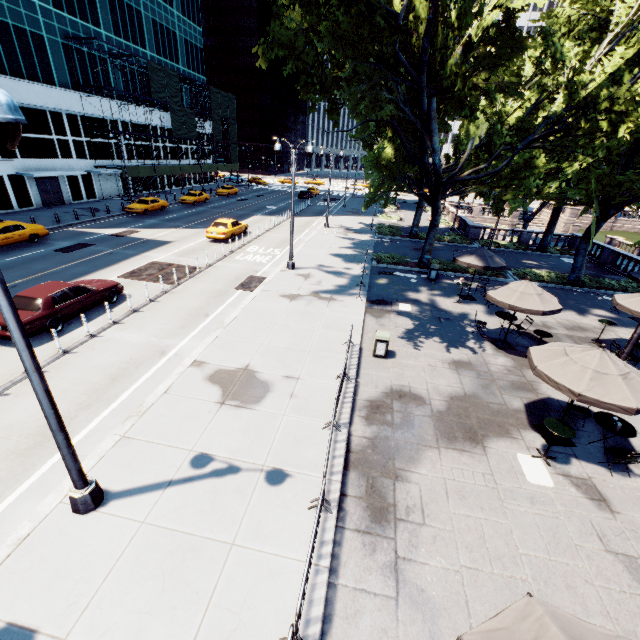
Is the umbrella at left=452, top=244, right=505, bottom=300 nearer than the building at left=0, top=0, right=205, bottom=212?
Yes

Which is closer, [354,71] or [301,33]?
[354,71]

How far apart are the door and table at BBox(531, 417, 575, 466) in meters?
44.7

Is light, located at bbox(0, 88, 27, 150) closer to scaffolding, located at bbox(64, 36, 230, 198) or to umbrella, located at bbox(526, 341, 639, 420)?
umbrella, located at bbox(526, 341, 639, 420)

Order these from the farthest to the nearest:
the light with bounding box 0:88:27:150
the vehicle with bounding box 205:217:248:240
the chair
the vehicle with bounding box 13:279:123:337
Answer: the vehicle with bounding box 205:217:248:240 < the vehicle with bounding box 13:279:123:337 < the chair < the light with bounding box 0:88:27:150

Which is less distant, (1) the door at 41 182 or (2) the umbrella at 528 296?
(2) the umbrella at 528 296

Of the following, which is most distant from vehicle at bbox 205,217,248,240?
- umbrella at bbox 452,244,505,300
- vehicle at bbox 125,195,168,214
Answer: umbrella at bbox 452,244,505,300

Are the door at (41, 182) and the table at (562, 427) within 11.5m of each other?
no
